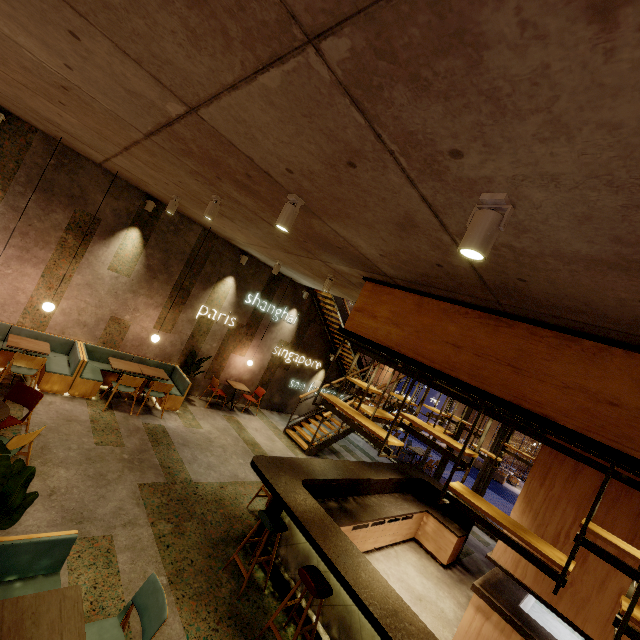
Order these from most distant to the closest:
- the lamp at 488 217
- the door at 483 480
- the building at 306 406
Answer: the building at 306 406, the door at 483 480, the lamp at 488 217

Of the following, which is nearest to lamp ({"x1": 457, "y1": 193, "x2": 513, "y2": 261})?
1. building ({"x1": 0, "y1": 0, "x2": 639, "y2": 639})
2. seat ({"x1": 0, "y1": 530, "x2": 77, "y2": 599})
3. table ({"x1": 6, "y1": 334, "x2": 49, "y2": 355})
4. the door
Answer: building ({"x1": 0, "y1": 0, "x2": 639, "y2": 639})

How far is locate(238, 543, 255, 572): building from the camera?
4.6m

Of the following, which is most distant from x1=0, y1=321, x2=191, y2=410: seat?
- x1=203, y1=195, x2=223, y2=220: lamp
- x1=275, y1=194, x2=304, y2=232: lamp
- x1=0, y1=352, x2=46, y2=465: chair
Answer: x1=275, y1=194, x2=304, y2=232: lamp

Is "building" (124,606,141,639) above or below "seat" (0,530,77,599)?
below

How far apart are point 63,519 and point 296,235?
4.74m

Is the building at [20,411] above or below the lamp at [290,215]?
below

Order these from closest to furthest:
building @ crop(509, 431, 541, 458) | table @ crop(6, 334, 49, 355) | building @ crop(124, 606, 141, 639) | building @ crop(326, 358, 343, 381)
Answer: building @ crop(124, 606, 141, 639), table @ crop(6, 334, 49, 355), building @ crop(326, 358, 343, 381), building @ crop(509, 431, 541, 458)
